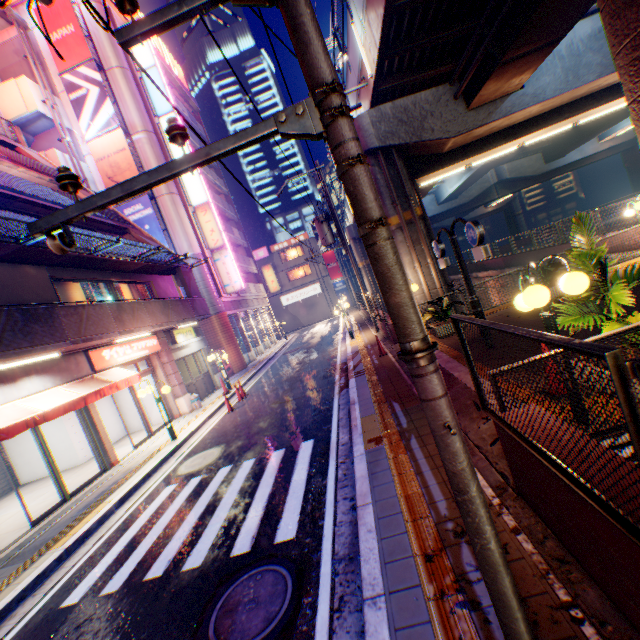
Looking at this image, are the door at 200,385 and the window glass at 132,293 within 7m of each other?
yes

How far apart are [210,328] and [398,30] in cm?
1929

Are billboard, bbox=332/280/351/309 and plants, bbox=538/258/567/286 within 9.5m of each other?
no

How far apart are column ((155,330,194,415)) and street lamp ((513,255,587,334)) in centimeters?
1450cm

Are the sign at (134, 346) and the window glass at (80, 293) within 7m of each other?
yes

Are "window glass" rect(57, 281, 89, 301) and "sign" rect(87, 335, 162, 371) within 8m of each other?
yes

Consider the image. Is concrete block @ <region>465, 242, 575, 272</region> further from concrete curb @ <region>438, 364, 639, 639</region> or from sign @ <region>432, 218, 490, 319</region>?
concrete curb @ <region>438, 364, 639, 639</region>

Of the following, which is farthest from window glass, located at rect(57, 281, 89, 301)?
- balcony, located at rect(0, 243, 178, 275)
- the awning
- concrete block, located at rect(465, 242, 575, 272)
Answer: concrete block, located at rect(465, 242, 575, 272)
